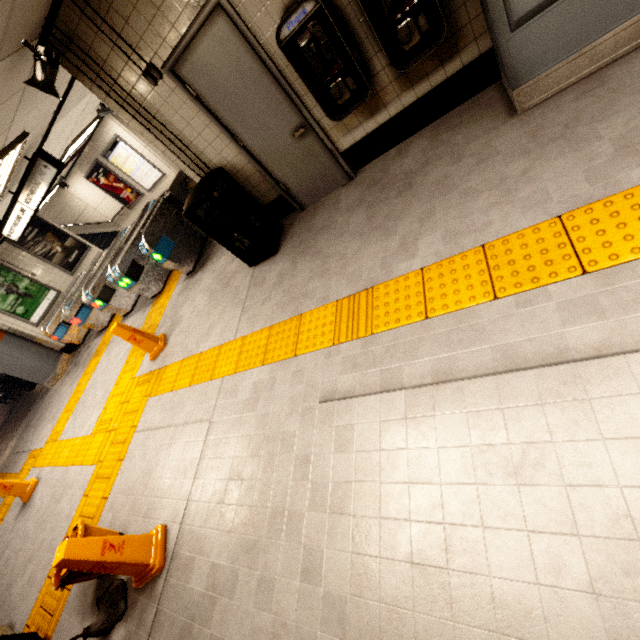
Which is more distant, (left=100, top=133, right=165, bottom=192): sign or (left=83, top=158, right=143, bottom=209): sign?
(left=83, top=158, right=143, bottom=209): sign

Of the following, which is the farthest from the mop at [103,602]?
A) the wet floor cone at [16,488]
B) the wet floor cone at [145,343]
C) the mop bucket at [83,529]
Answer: the wet floor cone at [16,488]

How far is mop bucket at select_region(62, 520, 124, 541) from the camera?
3.0m

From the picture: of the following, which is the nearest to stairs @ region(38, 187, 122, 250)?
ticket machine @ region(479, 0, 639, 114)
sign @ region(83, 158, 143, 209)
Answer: sign @ region(83, 158, 143, 209)

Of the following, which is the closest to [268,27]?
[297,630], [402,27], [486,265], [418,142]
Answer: [402,27]

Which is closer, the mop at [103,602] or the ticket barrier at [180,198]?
the mop at [103,602]

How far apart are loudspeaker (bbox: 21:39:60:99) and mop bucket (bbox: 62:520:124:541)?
4.16m

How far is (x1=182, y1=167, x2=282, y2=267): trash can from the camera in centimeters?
382cm
